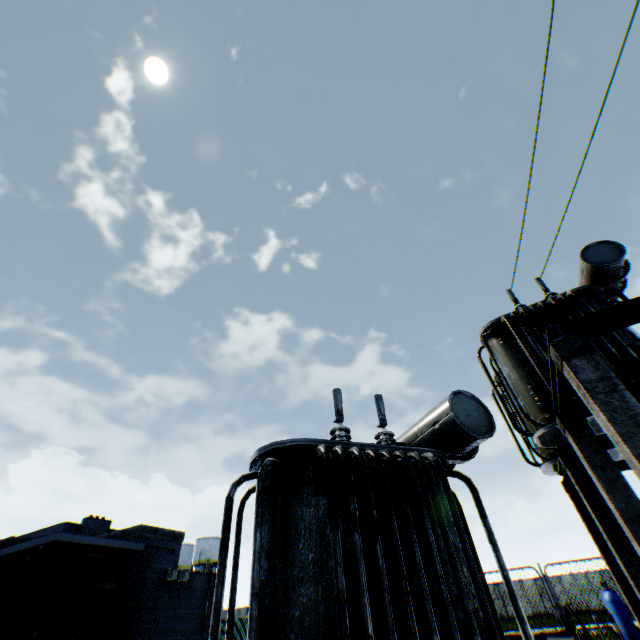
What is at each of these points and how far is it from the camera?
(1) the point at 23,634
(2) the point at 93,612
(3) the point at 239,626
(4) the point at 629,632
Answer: (1) wooden pallet, 17.7m
(2) building, 23.5m
(3) metal fence, 28.3m
(4) gas cylinder, 4.8m

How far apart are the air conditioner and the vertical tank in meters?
31.4 m

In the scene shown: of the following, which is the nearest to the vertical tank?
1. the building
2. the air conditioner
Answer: the building

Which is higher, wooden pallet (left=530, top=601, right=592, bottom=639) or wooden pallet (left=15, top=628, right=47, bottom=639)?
wooden pallet (left=15, top=628, right=47, bottom=639)

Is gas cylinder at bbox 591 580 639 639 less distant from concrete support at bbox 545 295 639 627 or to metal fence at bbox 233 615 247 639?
concrete support at bbox 545 295 639 627

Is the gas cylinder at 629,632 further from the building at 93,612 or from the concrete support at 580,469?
the building at 93,612

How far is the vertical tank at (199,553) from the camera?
47.7m

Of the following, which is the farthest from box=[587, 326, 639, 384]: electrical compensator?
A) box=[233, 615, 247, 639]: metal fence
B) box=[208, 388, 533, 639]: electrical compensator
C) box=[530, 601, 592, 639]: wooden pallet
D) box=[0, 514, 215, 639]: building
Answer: box=[0, 514, 215, 639]: building
